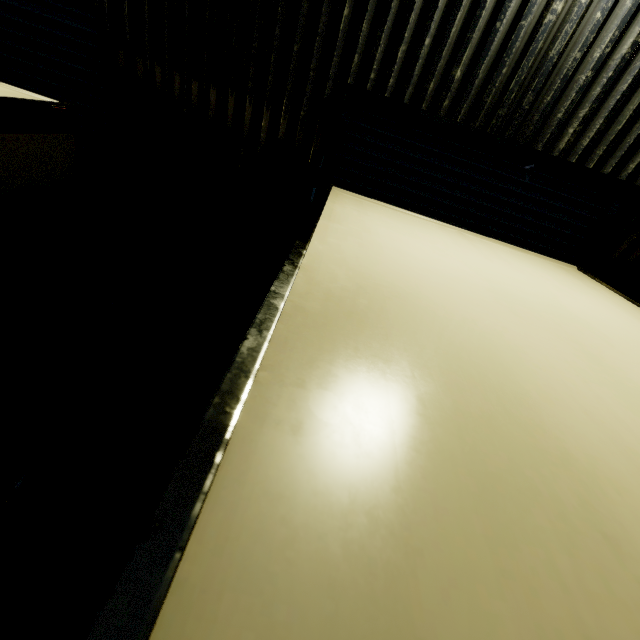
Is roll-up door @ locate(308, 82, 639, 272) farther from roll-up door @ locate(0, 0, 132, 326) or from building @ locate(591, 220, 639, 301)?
roll-up door @ locate(0, 0, 132, 326)

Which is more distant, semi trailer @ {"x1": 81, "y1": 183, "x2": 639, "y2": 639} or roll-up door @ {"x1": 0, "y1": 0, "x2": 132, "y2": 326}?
roll-up door @ {"x1": 0, "y1": 0, "x2": 132, "y2": 326}

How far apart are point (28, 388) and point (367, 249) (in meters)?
3.71

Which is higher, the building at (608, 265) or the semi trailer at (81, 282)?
the building at (608, 265)

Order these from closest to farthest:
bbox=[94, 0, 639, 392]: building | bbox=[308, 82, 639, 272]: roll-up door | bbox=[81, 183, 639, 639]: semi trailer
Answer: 1. bbox=[81, 183, 639, 639]: semi trailer
2. bbox=[94, 0, 639, 392]: building
3. bbox=[308, 82, 639, 272]: roll-up door

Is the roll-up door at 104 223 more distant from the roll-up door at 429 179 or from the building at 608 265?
the roll-up door at 429 179

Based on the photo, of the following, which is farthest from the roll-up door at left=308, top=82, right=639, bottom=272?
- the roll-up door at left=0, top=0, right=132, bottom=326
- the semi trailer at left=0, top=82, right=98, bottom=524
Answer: the roll-up door at left=0, top=0, right=132, bottom=326

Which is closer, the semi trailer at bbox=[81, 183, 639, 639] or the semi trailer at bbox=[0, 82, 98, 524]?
the semi trailer at bbox=[81, 183, 639, 639]
